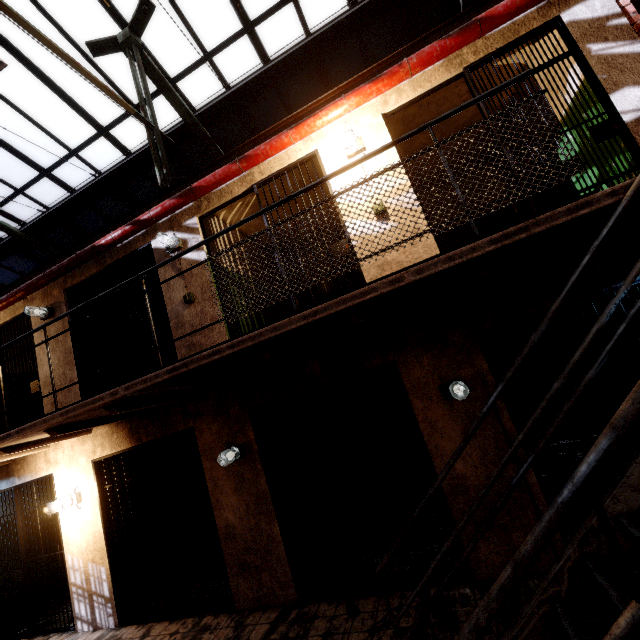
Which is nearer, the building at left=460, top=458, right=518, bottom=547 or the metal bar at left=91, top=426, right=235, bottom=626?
the building at left=460, top=458, right=518, bottom=547

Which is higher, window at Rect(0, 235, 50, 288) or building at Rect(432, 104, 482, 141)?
window at Rect(0, 235, 50, 288)

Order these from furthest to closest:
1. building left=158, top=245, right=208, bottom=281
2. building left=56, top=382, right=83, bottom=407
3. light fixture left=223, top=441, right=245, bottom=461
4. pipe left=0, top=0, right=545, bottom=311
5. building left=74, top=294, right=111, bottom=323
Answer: building left=74, top=294, right=111, bottom=323, building left=56, top=382, right=83, bottom=407, building left=158, top=245, right=208, bottom=281, light fixture left=223, top=441, right=245, bottom=461, pipe left=0, top=0, right=545, bottom=311

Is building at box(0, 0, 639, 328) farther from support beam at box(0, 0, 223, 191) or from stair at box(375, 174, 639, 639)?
stair at box(375, 174, 639, 639)

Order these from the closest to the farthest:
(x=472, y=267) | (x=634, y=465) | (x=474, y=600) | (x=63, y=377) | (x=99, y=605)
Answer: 1. (x=634, y=465)
2. (x=472, y=267)
3. (x=474, y=600)
4. (x=99, y=605)
5. (x=63, y=377)

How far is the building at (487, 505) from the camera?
3.3 meters

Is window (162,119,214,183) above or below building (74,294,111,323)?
above

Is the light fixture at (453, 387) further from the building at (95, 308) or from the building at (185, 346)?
the building at (95, 308)
